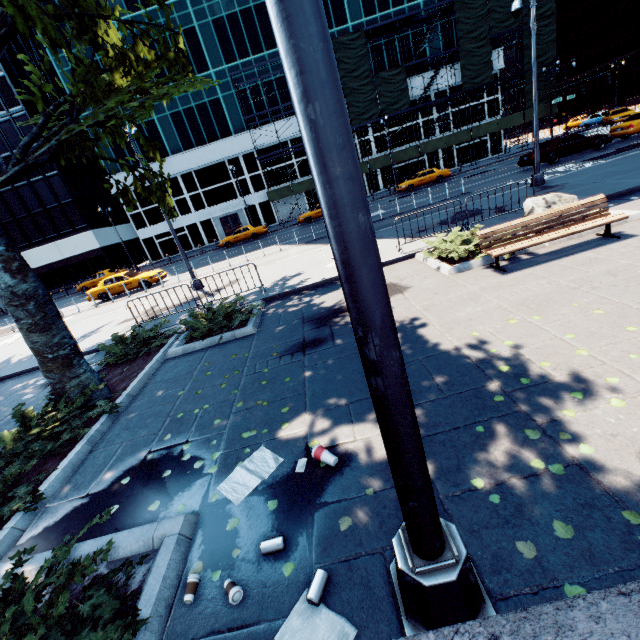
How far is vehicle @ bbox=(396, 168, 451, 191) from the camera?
31.4m

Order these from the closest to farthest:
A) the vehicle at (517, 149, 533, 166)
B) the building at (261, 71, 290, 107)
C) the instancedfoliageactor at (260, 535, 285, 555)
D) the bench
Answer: the instancedfoliageactor at (260, 535, 285, 555), the bench, the vehicle at (517, 149, 533, 166), the building at (261, 71, 290, 107)

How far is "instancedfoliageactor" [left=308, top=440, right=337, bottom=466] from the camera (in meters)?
3.60

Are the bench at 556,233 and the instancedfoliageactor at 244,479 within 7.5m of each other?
yes

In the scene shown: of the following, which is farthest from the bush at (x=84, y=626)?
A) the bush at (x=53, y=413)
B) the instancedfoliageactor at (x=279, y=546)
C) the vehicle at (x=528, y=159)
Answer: the vehicle at (x=528, y=159)

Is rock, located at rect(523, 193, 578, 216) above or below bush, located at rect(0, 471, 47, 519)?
above

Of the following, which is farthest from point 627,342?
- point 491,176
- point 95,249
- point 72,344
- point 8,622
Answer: point 95,249

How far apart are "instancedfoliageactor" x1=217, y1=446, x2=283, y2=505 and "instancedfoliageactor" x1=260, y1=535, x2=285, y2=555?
0.70m
